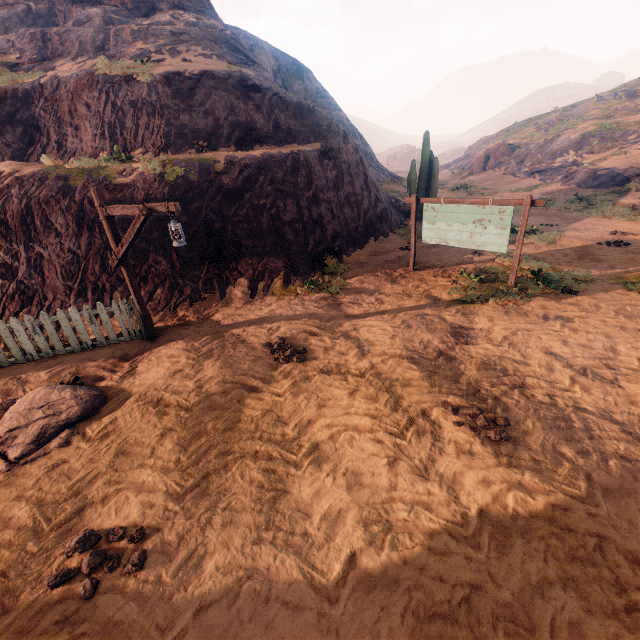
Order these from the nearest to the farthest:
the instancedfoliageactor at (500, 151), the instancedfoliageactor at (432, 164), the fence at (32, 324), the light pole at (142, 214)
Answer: the light pole at (142, 214) → the fence at (32, 324) → the instancedfoliageactor at (432, 164) → the instancedfoliageactor at (500, 151)

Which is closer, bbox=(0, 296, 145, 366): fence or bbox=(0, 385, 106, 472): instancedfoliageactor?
bbox=(0, 385, 106, 472): instancedfoliageactor

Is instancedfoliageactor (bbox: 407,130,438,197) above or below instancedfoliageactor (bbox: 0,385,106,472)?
above

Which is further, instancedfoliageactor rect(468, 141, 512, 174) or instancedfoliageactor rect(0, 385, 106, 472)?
instancedfoliageactor rect(468, 141, 512, 174)

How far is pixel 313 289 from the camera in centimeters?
885cm

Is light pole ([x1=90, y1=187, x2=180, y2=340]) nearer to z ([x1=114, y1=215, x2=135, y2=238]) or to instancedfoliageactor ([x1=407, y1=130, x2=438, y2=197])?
z ([x1=114, y1=215, x2=135, y2=238])

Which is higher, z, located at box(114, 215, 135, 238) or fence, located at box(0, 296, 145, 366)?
z, located at box(114, 215, 135, 238)

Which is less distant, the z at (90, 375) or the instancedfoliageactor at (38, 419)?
the z at (90, 375)
